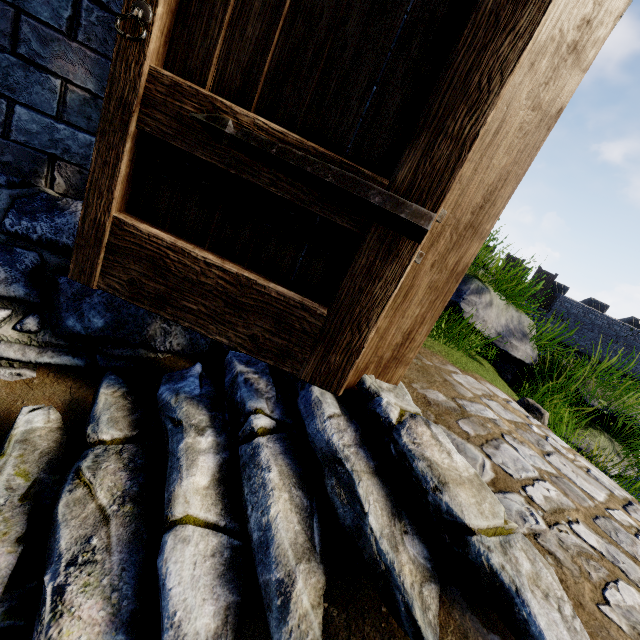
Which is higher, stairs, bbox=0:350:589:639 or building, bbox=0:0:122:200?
building, bbox=0:0:122:200

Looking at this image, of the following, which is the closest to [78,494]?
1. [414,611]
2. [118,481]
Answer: [118,481]

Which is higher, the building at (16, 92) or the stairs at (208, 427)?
the building at (16, 92)

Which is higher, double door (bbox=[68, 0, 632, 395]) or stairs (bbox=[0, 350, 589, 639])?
double door (bbox=[68, 0, 632, 395])

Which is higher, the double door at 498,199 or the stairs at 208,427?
the double door at 498,199
